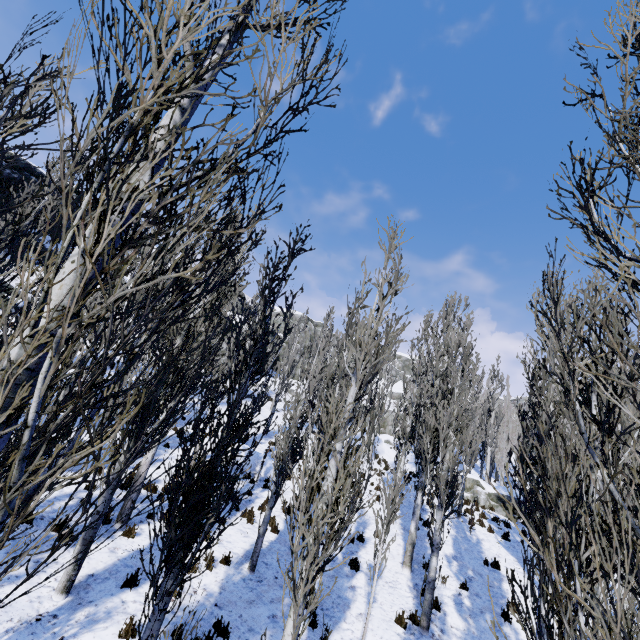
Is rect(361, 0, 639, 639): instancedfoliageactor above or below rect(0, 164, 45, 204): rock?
below

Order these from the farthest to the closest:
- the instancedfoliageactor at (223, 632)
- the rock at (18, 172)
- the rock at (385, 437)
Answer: the rock at (385, 437) < the rock at (18, 172) < the instancedfoliageactor at (223, 632)

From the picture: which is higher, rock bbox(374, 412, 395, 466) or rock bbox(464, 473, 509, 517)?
rock bbox(374, 412, 395, 466)

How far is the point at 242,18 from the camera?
3.20m

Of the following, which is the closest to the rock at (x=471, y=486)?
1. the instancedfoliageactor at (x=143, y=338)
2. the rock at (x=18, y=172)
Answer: the instancedfoliageactor at (x=143, y=338)

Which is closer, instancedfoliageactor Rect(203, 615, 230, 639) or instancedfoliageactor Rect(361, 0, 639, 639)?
instancedfoliageactor Rect(361, 0, 639, 639)

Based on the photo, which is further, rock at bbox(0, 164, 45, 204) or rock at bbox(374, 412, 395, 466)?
rock at bbox(374, 412, 395, 466)
